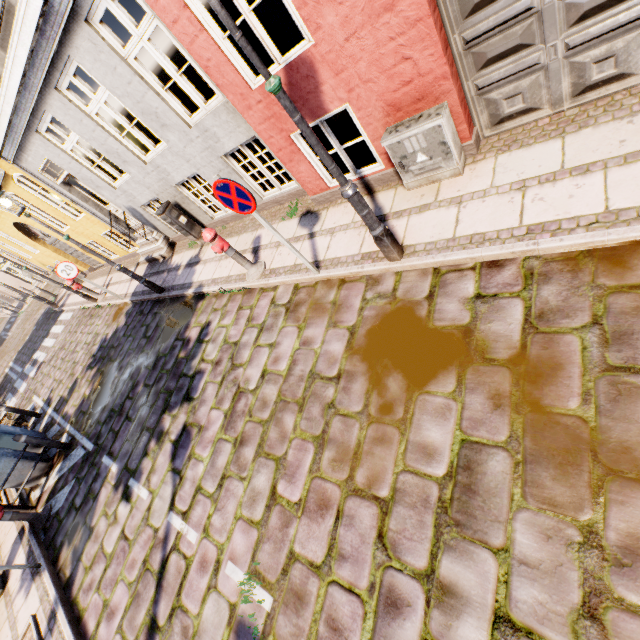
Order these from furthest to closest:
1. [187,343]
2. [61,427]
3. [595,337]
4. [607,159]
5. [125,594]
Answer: [61,427] → [187,343] → [125,594] → [607,159] → [595,337]

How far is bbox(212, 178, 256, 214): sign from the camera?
3.6m

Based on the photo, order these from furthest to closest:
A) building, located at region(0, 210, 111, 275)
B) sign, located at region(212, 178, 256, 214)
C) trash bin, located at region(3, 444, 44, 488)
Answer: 1. building, located at region(0, 210, 111, 275)
2. trash bin, located at region(3, 444, 44, 488)
3. sign, located at region(212, 178, 256, 214)

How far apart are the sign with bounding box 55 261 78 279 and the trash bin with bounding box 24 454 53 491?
4.49m

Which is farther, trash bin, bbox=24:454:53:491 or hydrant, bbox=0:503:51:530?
trash bin, bbox=24:454:53:491

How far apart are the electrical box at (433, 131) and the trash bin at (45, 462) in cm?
1009

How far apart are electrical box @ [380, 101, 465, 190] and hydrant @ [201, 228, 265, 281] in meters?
2.8 m

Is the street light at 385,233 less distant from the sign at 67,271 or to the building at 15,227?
the building at 15,227
